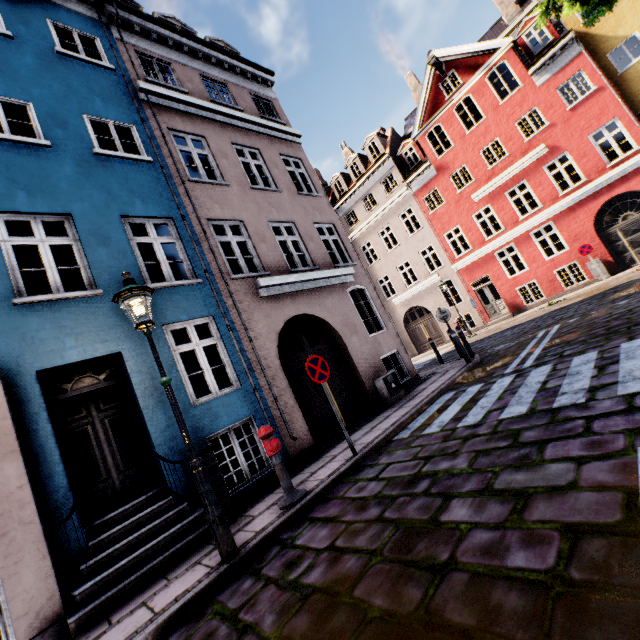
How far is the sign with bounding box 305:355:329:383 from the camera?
5.9m

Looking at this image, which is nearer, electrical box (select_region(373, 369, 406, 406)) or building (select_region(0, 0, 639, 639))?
building (select_region(0, 0, 639, 639))

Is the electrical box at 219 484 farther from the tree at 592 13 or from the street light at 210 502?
the tree at 592 13

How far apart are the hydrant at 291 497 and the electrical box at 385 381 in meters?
4.5

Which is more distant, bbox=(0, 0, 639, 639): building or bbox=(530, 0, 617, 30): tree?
bbox=(530, 0, 617, 30): tree

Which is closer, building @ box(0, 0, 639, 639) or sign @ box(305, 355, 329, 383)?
building @ box(0, 0, 639, 639)

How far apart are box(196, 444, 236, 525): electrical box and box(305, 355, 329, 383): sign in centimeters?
208cm

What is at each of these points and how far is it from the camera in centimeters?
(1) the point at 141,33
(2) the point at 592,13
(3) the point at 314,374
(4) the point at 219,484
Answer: (1) building, 977cm
(2) tree, 751cm
(3) sign, 589cm
(4) electrical box, 530cm
